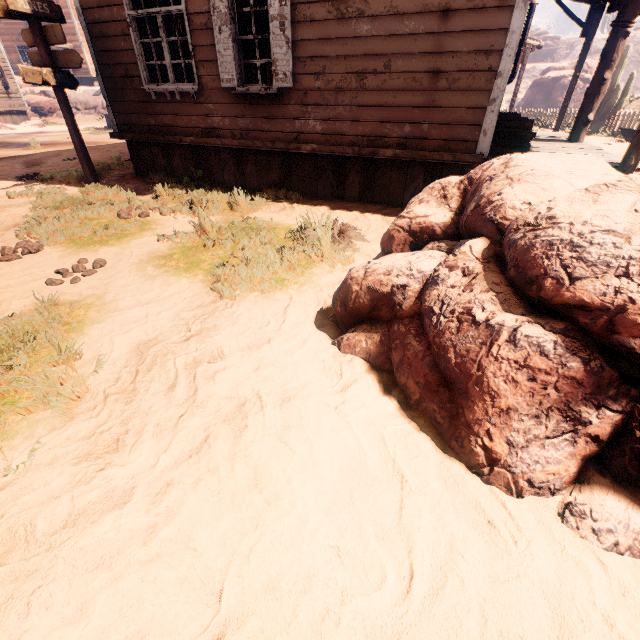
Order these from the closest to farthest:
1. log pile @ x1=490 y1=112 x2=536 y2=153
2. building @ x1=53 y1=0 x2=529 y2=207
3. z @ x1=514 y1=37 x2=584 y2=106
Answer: building @ x1=53 y1=0 x2=529 y2=207 → log pile @ x1=490 y1=112 x2=536 y2=153 → z @ x1=514 y1=37 x2=584 y2=106

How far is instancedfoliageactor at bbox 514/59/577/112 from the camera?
33.59m

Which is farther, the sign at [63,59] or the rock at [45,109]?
the rock at [45,109]

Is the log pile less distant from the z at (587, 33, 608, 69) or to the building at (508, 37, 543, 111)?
the building at (508, 37, 543, 111)

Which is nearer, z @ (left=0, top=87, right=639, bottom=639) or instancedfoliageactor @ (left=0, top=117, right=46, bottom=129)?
z @ (left=0, top=87, right=639, bottom=639)

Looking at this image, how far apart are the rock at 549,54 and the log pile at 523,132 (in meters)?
71.89

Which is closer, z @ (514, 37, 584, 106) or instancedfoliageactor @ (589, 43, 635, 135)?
instancedfoliageactor @ (589, 43, 635, 135)

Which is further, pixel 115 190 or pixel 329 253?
pixel 115 190
